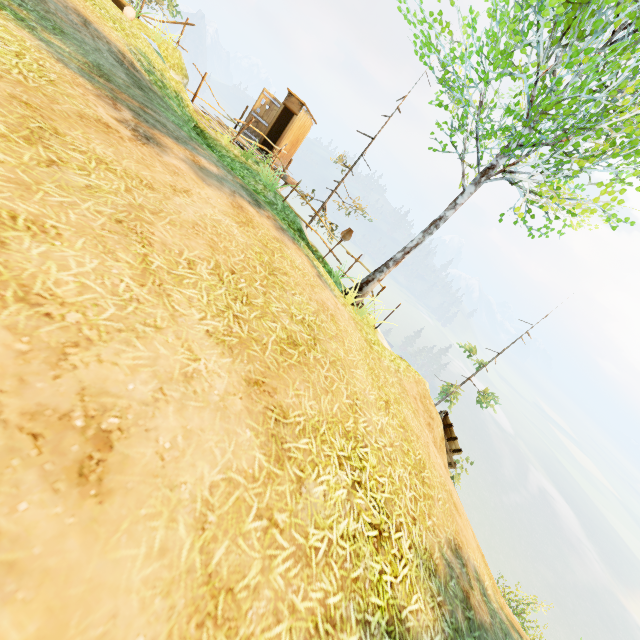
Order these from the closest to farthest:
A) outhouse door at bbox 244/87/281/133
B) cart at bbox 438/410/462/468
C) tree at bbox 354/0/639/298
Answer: tree at bbox 354/0/639/298 → cart at bbox 438/410/462/468 → outhouse door at bbox 244/87/281/133

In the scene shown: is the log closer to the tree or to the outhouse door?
the outhouse door

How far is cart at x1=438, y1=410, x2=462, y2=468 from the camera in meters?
10.4

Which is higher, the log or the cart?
the log

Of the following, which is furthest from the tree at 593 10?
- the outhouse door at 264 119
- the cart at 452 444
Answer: the outhouse door at 264 119

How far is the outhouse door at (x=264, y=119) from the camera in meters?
13.8

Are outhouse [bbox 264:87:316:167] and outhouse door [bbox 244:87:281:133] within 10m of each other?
yes

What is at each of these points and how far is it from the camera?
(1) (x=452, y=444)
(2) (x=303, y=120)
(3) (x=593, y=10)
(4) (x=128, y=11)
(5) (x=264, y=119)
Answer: (1) cart, 11.4m
(2) outhouse, 14.4m
(3) tree, 6.4m
(4) log, 10.6m
(5) outhouse door, 14.4m
